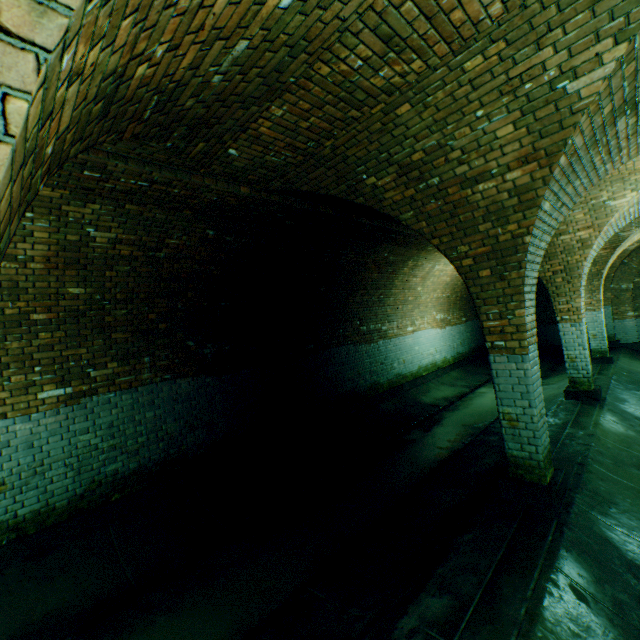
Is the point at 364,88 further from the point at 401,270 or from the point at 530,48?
the point at 401,270

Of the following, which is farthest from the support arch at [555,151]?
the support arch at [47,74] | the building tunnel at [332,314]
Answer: the support arch at [47,74]

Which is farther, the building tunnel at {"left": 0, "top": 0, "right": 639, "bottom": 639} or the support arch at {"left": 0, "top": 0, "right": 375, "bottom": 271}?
the building tunnel at {"left": 0, "top": 0, "right": 639, "bottom": 639}

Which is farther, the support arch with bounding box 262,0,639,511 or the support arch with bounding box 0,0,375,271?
the support arch with bounding box 262,0,639,511

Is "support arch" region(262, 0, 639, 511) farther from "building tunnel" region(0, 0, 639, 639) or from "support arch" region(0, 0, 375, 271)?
"support arch" region(0, 0, 375, 271)

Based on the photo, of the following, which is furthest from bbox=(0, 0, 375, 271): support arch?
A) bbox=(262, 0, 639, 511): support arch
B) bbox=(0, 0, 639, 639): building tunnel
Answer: bbox=(262, 0, 639, 511): support arch

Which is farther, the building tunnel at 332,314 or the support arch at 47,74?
the building tunnel at 332,314
